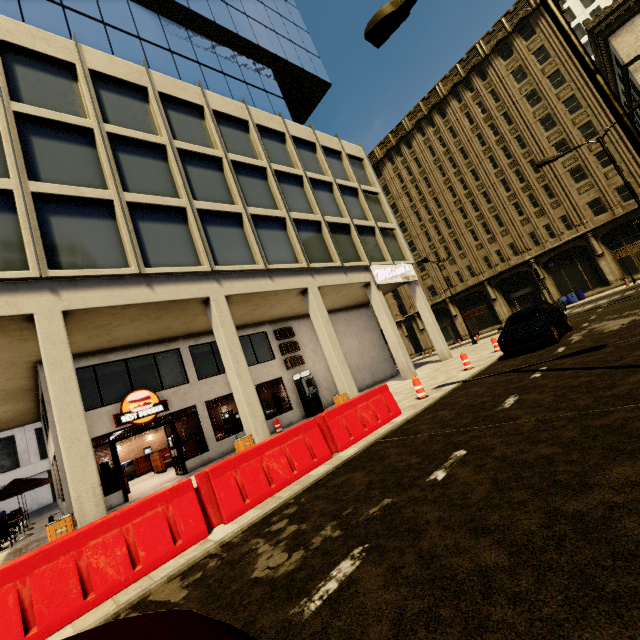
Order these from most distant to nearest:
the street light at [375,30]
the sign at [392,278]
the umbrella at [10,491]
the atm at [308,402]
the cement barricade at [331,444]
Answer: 1. the sign at [392,278]
2. the atm at [308,402]
3. the umbrella at [10,491]
4. the street light at [375,30]
5. the cement barricade at [331,444]

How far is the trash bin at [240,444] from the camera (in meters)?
10.78

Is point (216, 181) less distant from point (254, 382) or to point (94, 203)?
point (94, 203)

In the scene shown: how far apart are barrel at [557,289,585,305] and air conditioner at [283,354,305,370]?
27.8 meters

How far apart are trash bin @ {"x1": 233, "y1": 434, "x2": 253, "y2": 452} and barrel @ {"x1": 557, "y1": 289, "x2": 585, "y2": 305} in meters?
33.5 m

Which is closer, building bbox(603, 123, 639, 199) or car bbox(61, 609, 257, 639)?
car bbox(61, 609, 257, 639)

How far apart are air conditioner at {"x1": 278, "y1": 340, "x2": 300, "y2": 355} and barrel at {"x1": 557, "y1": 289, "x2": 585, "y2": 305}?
27.9 meters

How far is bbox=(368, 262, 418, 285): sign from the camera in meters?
19.1 m
